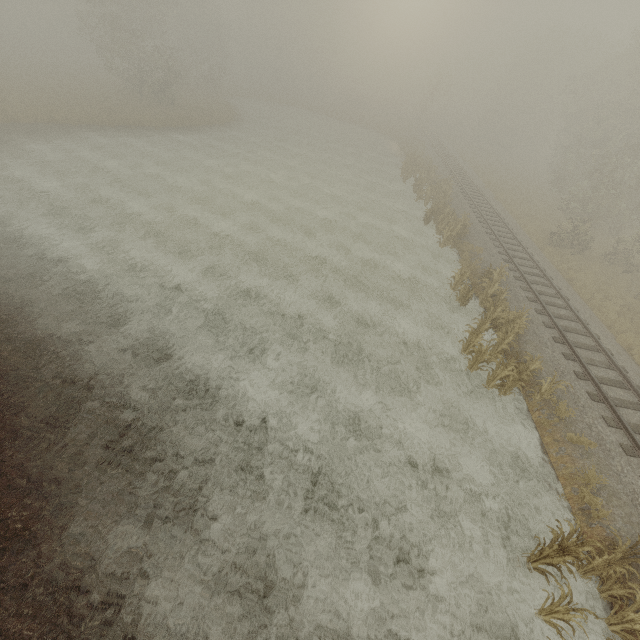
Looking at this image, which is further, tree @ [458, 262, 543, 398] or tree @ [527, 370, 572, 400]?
tree @ [458, 262, 543, 398]

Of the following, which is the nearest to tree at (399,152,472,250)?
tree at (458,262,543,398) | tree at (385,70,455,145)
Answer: tree at (385,70,455,145)

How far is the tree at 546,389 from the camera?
10.49m

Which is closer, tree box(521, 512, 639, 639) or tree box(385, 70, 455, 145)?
tree box(521, 512, 639, 639)

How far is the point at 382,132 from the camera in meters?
50.2 m

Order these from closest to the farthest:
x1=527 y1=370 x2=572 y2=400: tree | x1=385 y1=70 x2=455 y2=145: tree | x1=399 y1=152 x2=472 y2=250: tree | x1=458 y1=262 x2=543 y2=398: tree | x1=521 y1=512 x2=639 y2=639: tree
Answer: x1=521 y1=512 x2=639 y2=639: tree → x1=527 y1=370 x2=572 y2=400: tree → x1=458 y1=262 x2=543 y2=398: tree → x1=399 y1=152 x2=472 y2=250: tree → x1=385 y1=70 x2=455 y2=145: tree

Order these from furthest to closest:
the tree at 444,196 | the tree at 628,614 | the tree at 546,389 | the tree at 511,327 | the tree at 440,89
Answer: the tree at 440,89 < the tree at 444,196 < the tree at 511,327 < the tree at 546,389 < the tree at 628,614

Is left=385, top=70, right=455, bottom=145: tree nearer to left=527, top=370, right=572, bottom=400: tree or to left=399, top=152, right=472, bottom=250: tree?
left=399, top=152, right=472, bottom=250: tree
